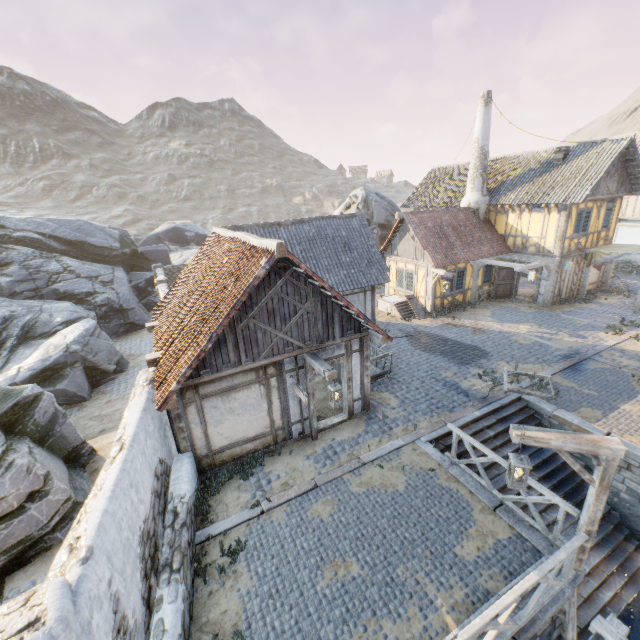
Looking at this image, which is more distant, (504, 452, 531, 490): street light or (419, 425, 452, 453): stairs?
(419, 425, 452, 453): stairs

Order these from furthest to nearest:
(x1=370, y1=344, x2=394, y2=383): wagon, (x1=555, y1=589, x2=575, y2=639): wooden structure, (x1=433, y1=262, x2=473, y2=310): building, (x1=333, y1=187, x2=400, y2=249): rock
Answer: (x1=333, y1=187, x2=400, y2=249): rock
(x1=433, y1=262, x2=473, y2=310): building
(x1=370, y1=344, x2=394, y2=383): wagon
(x1=555, y1=589, x2=575, y2=639): wooden structure

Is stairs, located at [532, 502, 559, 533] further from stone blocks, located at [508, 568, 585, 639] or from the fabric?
the fabric

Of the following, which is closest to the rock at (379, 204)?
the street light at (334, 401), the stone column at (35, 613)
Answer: the stone column at (35, 613)

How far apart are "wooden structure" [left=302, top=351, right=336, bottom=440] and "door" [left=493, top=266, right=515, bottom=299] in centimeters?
1655cm

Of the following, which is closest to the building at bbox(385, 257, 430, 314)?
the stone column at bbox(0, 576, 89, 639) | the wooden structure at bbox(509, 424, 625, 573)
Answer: the wooden structure at bbox(509, 424, 625, 573)

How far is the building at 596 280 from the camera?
20.4 meters

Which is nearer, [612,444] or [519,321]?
[612,444]
